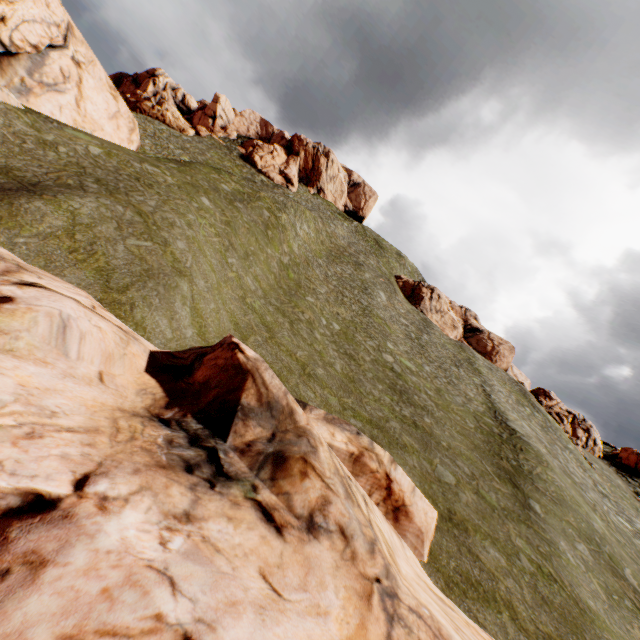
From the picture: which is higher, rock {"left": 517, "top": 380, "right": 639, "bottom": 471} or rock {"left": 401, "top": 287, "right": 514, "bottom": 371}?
rock {"left": 401, "top": 287, "right": 514, "bottom": 371}

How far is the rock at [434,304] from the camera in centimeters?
5422cm

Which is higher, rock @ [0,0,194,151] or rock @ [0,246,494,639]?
rock @ [0,0,194,151]

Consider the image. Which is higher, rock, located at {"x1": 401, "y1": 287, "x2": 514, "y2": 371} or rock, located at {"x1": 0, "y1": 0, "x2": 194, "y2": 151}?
rock, located at {"x1": 401, "y1": 287, "x2": 514, "y2": 371}

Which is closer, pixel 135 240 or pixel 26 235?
pixel 26 235

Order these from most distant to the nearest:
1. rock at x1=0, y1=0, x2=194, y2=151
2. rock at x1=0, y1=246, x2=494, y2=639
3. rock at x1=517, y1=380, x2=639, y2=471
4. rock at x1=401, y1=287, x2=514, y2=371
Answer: rock at x1=401, y1=287, x2=514, y2=371
rock at x1=517, y1=380, x2=639, y2=471
rock at x1=0, y1=0, x2=194, y2=151
rock at x1=0, y1=246, x2=494, y2=639

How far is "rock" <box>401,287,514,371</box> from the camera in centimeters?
5422cm

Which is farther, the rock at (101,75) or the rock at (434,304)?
the rock at (434,304)
